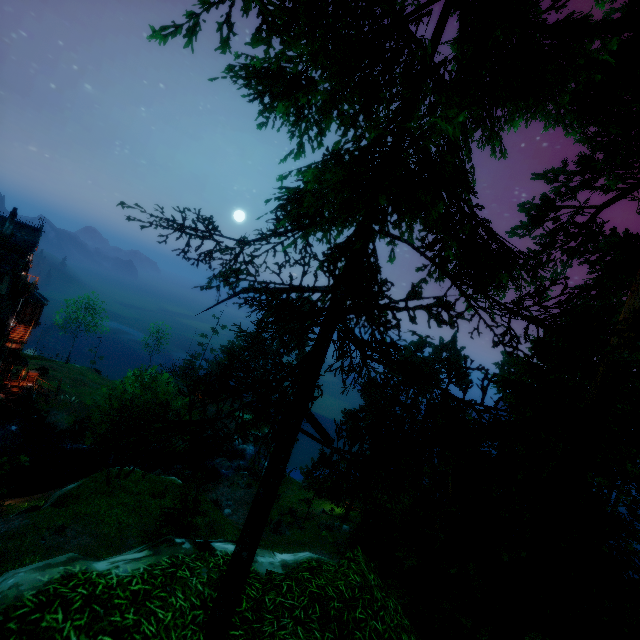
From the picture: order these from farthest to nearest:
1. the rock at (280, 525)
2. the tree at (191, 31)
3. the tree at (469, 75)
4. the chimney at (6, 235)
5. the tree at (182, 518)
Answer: the chimney at (6, 235) → the rock at (280, 525) → the tree at (182, 518) → the tree at (469, 75) → the tree at (191, 31)

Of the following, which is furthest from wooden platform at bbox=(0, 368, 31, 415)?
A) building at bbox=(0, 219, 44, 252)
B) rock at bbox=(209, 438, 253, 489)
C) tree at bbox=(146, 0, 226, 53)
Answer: rock at bbox=(209, 438, 253, 489)

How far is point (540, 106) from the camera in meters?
4.0 m

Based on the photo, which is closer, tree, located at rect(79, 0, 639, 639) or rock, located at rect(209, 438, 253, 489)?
tree, located at rect(79, 0, 639, 639)

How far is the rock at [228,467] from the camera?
39.4m

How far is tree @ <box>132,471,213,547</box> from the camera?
17.4m

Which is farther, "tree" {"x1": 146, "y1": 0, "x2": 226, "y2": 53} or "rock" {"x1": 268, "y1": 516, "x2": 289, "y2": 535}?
"rock" {"x1": 268, "y1": 516, "x2": 289, "y2": 535}

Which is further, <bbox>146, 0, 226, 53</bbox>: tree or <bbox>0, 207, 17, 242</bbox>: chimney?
<bbox>0, 207, 17, 242</bbox>: chimney
